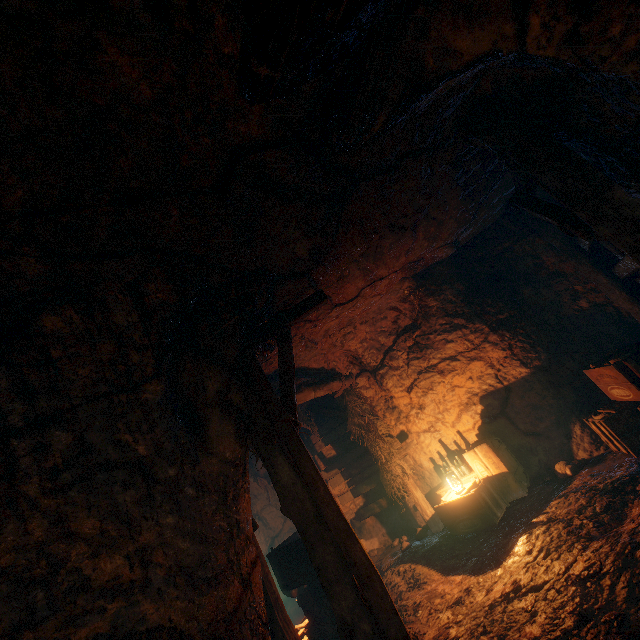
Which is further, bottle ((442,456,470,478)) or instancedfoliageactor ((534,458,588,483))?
bottle ((442,456,470,478))

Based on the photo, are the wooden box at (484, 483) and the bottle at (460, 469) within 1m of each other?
yes

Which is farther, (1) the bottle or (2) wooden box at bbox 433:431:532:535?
(1) the bottle

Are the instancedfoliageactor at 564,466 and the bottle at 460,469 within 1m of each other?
no

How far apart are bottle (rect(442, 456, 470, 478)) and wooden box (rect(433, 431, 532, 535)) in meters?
0.0

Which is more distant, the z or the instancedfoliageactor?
the z

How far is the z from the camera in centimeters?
1073cm

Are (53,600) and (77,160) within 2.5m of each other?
no
